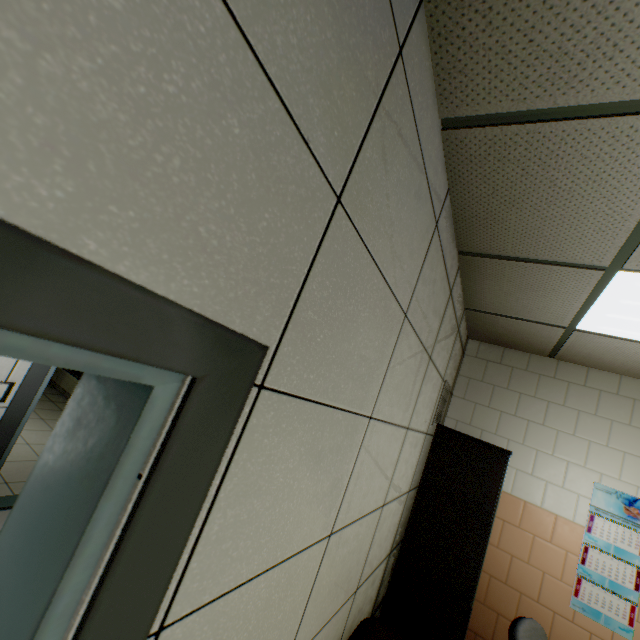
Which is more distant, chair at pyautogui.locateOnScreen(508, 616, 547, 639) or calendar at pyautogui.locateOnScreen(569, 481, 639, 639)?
calendar at pyautogui.locateOnScreen(569, 481, 639, 639)

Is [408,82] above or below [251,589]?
above

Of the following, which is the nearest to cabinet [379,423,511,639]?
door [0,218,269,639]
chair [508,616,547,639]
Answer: chair [508,616,547,639]

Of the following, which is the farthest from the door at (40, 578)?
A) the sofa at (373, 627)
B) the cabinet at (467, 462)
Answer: the cabinet at (467, 462)

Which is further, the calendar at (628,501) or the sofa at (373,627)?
the calendar at (628,501)

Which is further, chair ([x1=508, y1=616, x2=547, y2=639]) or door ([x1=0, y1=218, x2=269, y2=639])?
chair ([x1=508, y1=616, x2=547, y2=639])

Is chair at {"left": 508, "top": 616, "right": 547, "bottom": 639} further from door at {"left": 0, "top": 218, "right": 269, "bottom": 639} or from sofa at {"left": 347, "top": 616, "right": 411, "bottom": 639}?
door at {"left": 0, "top": 218, "right": 269, "bottom": 639}

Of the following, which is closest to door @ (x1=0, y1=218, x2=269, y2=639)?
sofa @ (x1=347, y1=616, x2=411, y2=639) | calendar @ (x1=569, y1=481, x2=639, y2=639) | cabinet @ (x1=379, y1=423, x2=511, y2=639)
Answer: sofa @ (x1=347, y1=616, x2=411, y2=639)
